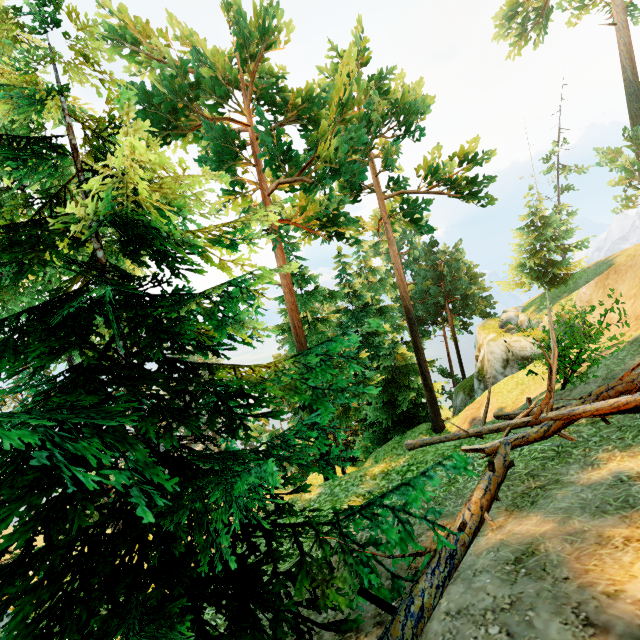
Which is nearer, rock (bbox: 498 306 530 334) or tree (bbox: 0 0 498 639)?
tree (bbox: 0 0 498 639)

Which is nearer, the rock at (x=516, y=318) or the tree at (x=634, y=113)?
the tree at (x=634, y=113)

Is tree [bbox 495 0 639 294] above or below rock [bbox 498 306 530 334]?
above

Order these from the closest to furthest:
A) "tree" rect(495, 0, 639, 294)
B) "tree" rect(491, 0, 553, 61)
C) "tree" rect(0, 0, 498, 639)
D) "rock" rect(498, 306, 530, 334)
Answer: "tree" rect(0, 0, 498, 639)
"tree" rect(495, 0, 639, 294)
"rock" rect(498, 306, 530, 334)
"tree" rect(491, 0, 553, 61)

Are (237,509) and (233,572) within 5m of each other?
yes

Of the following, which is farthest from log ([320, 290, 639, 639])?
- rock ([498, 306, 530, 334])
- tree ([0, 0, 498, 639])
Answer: rock ([498, 306, 530, 334])

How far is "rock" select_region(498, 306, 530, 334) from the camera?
25.0m

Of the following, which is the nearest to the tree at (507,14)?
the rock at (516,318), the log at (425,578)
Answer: the log at (425,578)
